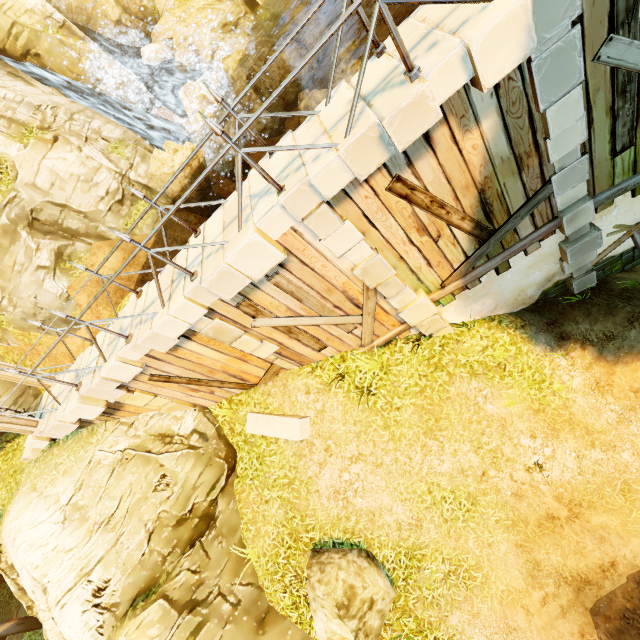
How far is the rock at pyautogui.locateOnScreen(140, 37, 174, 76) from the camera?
18.7m

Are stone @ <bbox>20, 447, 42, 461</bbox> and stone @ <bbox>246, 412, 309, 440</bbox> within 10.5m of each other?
yes

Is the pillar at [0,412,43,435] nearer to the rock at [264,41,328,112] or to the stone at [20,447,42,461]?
the stone at [20,447,42,461]

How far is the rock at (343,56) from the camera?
14.15m

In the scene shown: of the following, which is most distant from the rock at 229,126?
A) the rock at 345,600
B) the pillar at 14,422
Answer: the rock at 345,600

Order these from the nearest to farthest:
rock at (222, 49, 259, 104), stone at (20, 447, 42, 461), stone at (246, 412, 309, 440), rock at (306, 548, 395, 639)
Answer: rock at (306, 548, 395, 639)
stone at (246, 412, 309, 440)
stone at (20, 447, 42, 461)
rock at (222, 49, 259, 104)

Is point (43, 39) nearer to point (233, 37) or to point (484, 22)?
point (233, 37)

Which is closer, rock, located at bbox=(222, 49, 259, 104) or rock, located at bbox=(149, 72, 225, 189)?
rock, located at bbox=(149, 72, 225, 189)
